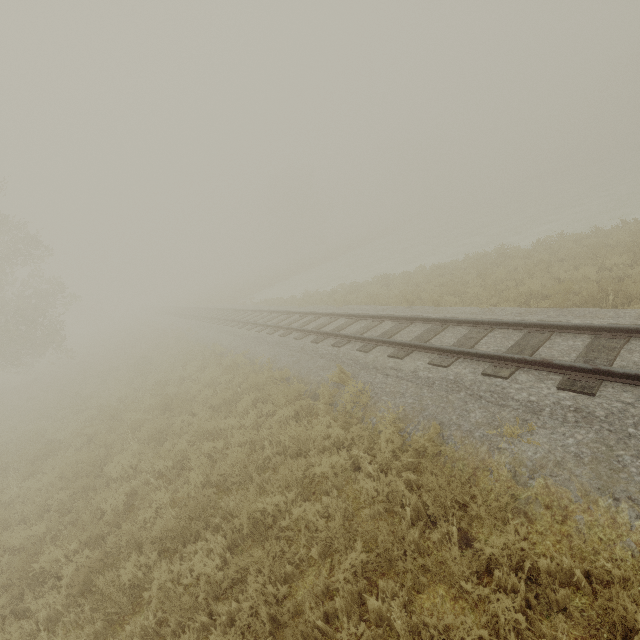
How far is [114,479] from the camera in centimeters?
781cm

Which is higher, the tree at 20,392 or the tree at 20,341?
the tree at 20,341

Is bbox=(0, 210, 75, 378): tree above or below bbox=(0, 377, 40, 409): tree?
above
